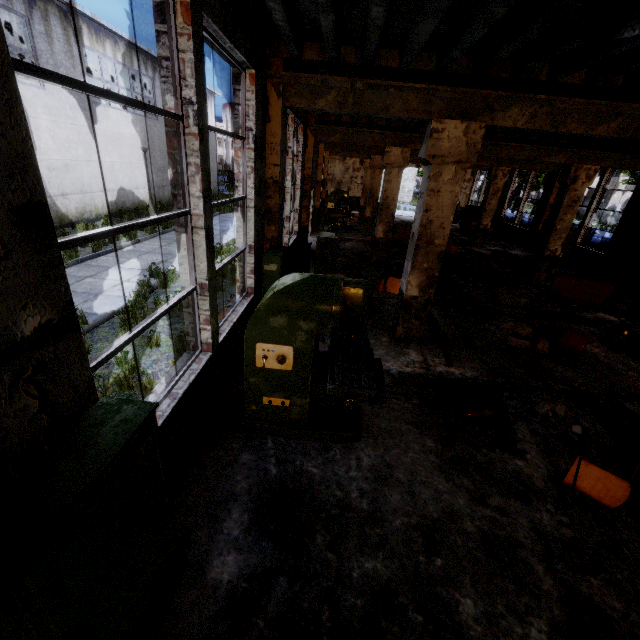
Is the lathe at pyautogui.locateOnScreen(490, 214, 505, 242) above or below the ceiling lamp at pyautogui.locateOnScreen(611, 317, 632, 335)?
above

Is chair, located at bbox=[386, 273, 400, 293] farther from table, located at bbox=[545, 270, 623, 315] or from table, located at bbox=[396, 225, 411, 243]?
table, located at bbox=[396, 225, 411, 243]

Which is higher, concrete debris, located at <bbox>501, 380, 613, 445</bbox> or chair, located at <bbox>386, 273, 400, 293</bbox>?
chair, located at <bbox>386, 273, 400, 293</bbox>

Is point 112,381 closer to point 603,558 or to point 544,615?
point 544,615

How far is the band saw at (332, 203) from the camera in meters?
19.2

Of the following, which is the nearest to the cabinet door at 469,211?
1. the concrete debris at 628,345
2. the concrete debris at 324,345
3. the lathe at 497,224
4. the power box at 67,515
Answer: the lathe at 497,224

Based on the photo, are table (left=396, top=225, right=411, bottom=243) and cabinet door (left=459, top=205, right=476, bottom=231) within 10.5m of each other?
yes

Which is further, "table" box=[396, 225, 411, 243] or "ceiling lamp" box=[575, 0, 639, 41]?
"table" box=[396, 225, 411, 243]
